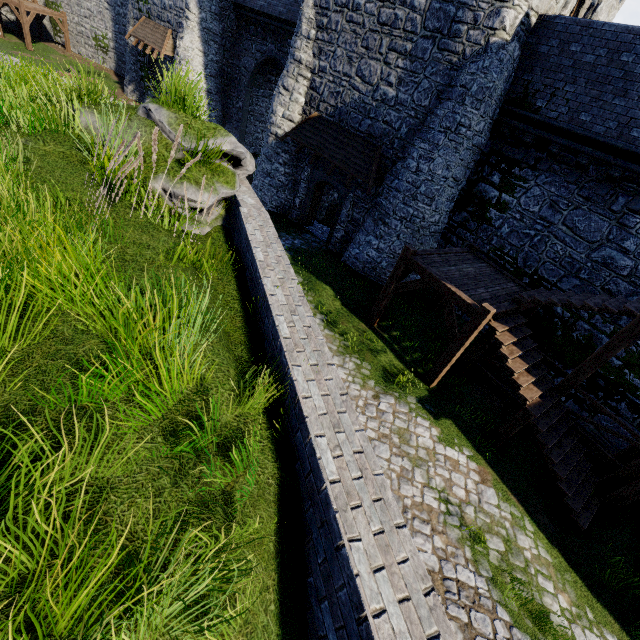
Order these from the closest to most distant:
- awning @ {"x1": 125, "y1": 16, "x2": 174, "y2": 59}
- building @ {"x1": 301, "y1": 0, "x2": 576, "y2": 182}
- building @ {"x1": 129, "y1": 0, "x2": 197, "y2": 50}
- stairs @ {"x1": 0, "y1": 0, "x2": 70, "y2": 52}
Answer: building @ {"x1": 301, "y1": 0, "x2": 576, "y2": 182} → building @ {"x1": 129, "y1": 0, "x2": 197, "y2": 50} → awning @ {"x1": 125, "y1": 16, "x2": 174, "y2": 59} → stairs @ {"x1": 0, "y1": 0, "x2": 70, "y2": 52}

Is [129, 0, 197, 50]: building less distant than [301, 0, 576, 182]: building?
No

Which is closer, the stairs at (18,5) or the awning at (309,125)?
the awning at (309,125)

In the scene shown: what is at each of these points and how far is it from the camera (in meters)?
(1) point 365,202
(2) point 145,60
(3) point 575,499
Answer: (1) building, 14.93
(2) building, 25.33
(3) stairs, 7.93

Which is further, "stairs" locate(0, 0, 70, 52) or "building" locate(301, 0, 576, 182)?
"stairs" locate(0, 0, 70, 52)

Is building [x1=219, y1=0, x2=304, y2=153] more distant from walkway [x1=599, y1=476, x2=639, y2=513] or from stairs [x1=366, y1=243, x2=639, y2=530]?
walkway [x1=599, y1=476, x2=639, y2=513]

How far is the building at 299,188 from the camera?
16.6m

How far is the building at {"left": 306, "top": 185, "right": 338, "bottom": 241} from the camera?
18.0 meters
